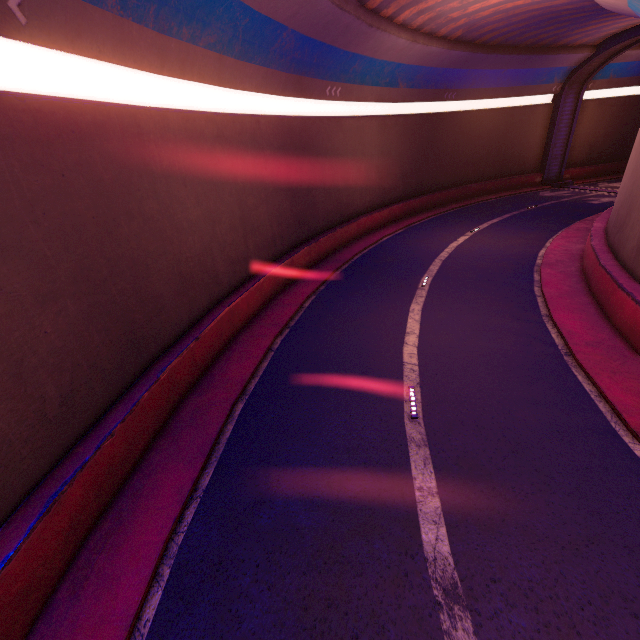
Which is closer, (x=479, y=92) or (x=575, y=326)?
(x=575, y=326)
